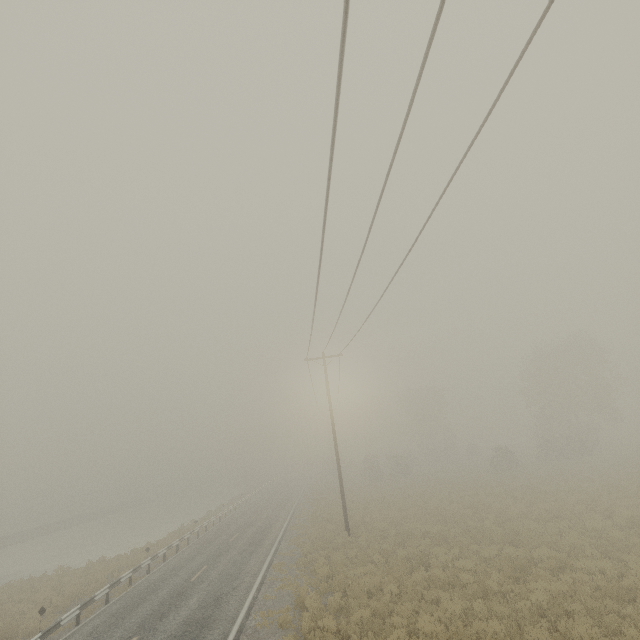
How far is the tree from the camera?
37.5m

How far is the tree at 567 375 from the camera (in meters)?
37.47

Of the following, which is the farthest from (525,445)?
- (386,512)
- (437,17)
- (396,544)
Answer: (437,17)
